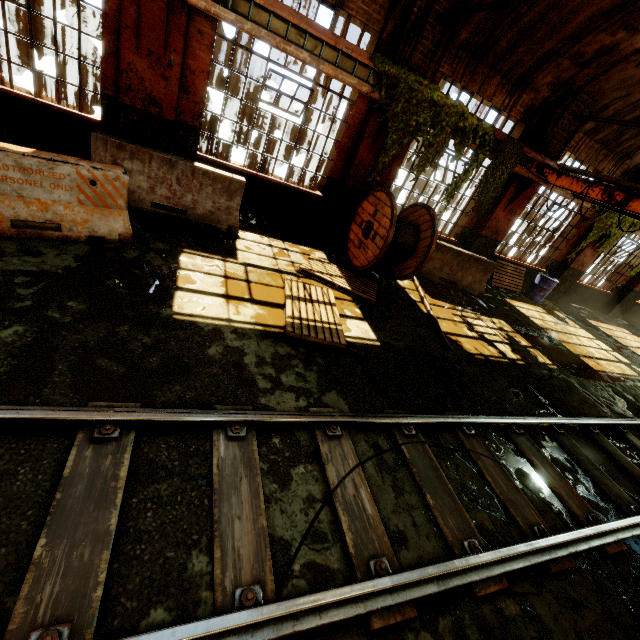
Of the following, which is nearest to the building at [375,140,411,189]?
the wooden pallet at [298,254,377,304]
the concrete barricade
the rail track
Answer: the concrete barricade

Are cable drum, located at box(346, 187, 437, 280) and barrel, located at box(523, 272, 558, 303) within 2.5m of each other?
no

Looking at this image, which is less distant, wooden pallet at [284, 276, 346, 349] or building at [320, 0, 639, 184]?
wooden pallet at [284, 276, 346, 349]

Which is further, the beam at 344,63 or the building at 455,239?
the building at 455,239

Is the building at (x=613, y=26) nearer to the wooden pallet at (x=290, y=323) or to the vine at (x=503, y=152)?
the vine at (x=503, y=152)

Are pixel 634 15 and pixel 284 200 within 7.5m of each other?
no

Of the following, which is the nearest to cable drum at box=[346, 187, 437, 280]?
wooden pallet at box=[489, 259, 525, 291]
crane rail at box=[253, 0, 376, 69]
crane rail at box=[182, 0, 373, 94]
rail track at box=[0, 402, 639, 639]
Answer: crane rail at box=[182, 0, 373, 94]

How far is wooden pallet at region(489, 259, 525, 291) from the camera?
11.6m
